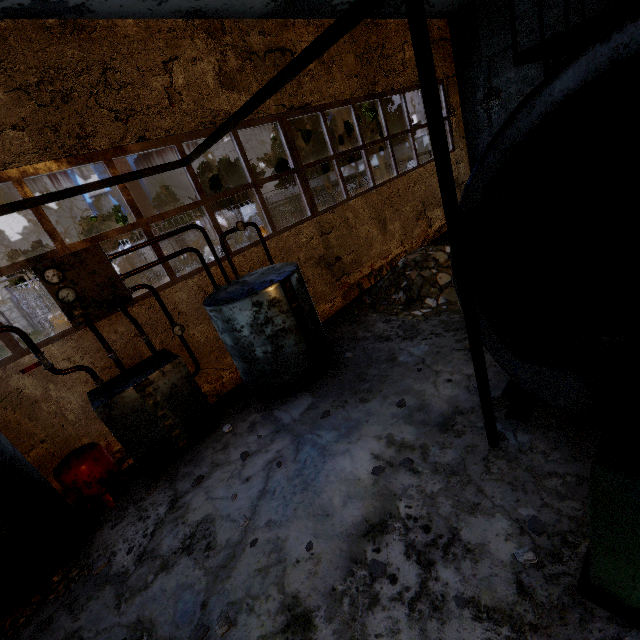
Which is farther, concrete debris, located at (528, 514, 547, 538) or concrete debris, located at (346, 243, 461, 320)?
concrete debris, located at (346, 243, 461, 320)

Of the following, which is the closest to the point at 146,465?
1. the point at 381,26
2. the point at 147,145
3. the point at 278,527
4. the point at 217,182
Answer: the point at 278,527

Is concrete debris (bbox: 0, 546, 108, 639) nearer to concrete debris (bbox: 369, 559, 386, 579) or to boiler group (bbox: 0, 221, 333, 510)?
boiler group (bbox: 0, 221, 333, 510)

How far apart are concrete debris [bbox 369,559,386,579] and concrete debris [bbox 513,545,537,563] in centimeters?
119cm

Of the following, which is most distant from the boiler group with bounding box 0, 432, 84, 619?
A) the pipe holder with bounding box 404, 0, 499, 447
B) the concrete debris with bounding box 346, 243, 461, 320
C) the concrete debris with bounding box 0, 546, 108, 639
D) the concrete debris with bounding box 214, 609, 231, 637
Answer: the pipe holder with bounding box 404, 0, 499, 447

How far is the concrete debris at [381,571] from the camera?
3.0 meters

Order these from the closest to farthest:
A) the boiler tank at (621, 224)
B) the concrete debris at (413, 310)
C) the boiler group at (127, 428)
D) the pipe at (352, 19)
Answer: the boiler tank at (621, 224) → the pipe at (352, 19) → the boiler group at (127, 428) → the concrete debris at (413, 310)

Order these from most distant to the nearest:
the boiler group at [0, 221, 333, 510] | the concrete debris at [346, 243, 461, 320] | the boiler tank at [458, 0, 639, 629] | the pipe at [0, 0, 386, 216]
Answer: the concrete debris at [346, 243, 461, 320] < the boiler group at [0, 221, 333, 510] < the pipe at [0, 0, 386, 216] < the boiler tank at [458, 0, 639, 629]
